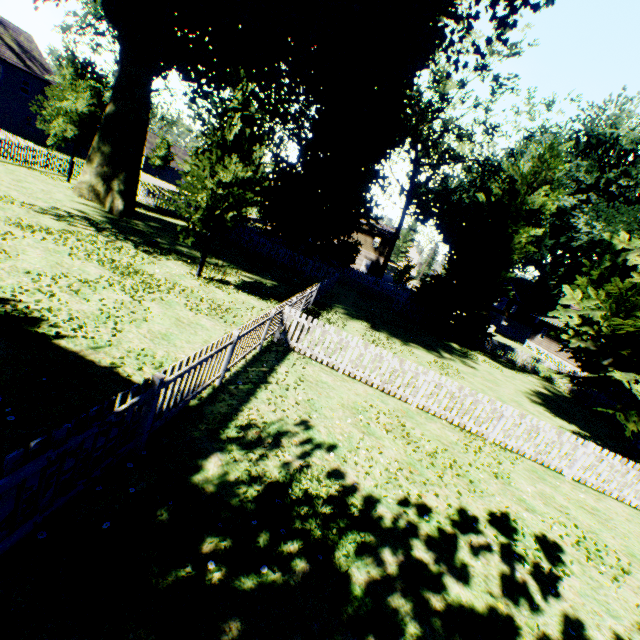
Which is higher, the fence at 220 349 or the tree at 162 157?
the tree at 162 157

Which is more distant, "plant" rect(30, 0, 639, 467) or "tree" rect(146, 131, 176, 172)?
"tree" rect(146, 131, 176, 172)

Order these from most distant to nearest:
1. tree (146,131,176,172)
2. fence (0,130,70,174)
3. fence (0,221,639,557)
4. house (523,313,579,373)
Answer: tree (146,131,176,172)
house (523,313,579,373)
fence (0,130,70,174)
fence (0,221,639,557)

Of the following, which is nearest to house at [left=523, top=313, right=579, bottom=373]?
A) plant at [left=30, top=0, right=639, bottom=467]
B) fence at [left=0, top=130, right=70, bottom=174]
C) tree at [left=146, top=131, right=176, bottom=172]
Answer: fence at [left=0, top=130, right=70, bottom=174]

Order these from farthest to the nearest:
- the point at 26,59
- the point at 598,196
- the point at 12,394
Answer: the point at 598,196
the point at 26,59
the point at 12,394

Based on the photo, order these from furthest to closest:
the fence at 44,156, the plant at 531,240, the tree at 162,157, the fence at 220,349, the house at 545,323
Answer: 1. the tree at 162,157
2. the house at 545,323
3. the fence at 44,156
4. the plant at 531,240
5. the fence at 220,349

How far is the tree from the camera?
51.7 meters
